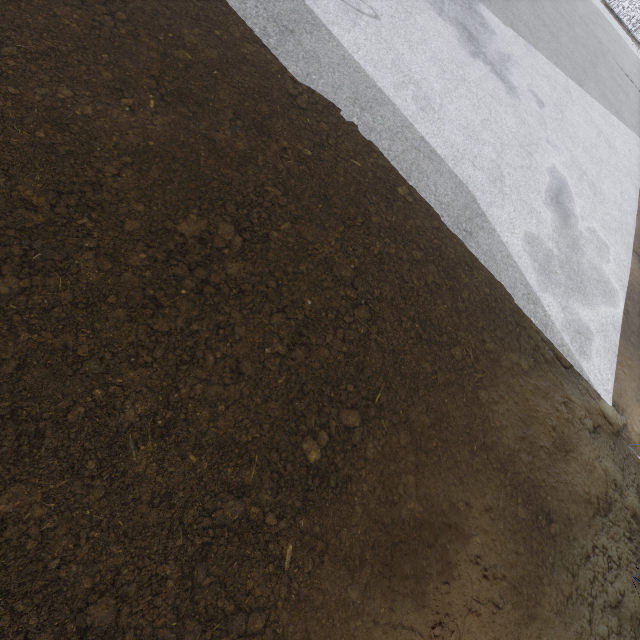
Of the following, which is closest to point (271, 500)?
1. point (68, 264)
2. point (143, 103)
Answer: point (68, 264)
